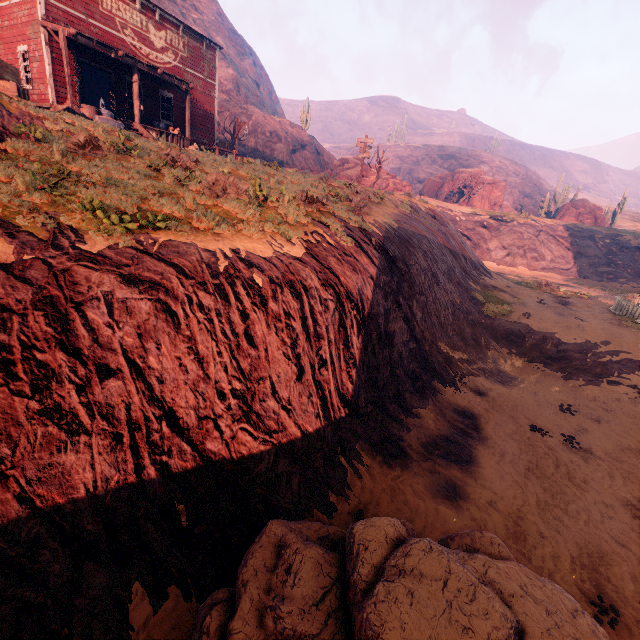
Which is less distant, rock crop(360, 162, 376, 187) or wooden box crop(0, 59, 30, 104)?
wooden box crop(0, 59, 30, 104)

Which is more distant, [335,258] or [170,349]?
[335,258]

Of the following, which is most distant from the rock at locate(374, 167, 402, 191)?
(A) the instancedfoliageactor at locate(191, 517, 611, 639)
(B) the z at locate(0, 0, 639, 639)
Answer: (A) the instancedfoliageactor at locate(191, 517, 611, 639)

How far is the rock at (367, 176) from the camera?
35.12m

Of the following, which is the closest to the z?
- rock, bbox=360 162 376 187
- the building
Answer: the building

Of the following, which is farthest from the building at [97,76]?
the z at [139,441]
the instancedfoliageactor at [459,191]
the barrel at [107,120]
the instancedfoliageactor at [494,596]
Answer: the instancedfoliageactor at [459,191]

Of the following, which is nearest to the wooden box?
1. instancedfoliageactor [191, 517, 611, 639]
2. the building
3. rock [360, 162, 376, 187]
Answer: the building

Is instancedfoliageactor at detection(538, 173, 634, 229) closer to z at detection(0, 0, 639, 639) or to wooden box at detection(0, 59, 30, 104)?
z at detection(0, 0, 639, 639)
